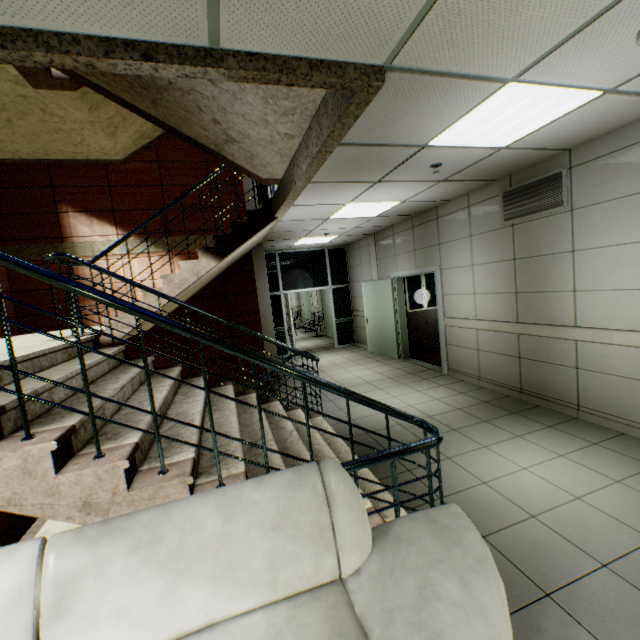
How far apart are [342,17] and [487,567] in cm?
273

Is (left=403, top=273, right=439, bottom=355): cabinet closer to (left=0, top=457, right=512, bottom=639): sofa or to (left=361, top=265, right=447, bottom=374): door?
(left=361, top=265, right=447, bottom=374): door

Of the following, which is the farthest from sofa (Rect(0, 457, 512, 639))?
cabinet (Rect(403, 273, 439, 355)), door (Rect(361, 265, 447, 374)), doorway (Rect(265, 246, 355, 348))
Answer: doorway (Rect(265, 246, 355, 348))

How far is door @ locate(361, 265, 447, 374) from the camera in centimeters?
641cm

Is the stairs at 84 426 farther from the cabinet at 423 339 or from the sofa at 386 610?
the cabinet at 423 339

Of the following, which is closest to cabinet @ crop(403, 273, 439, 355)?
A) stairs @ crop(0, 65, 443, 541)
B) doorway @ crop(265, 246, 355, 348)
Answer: doorway @ crop(265, 246, 355, 348)

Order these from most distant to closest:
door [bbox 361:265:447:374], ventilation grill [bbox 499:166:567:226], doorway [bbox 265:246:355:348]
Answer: doorway [bbox 265:246:355:348], door [bbox 361:265:447:374], ventilation grill [bbox 499:166:567:226]

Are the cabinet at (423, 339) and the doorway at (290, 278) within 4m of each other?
yes
